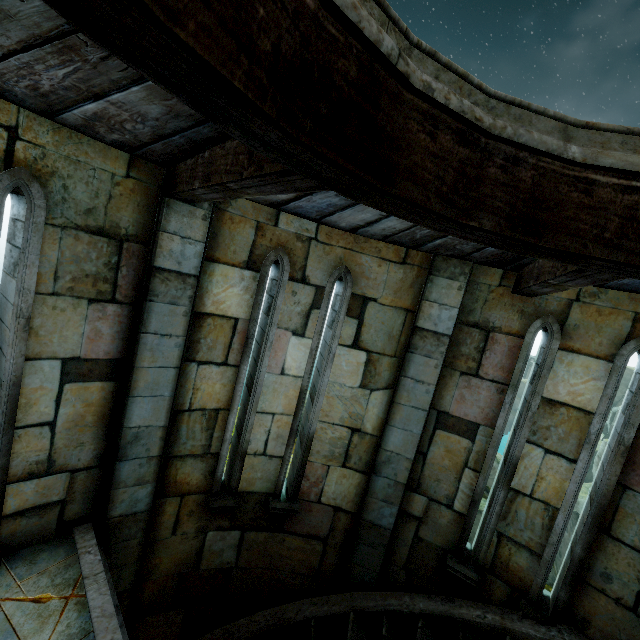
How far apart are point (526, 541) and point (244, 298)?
4.8 meters
